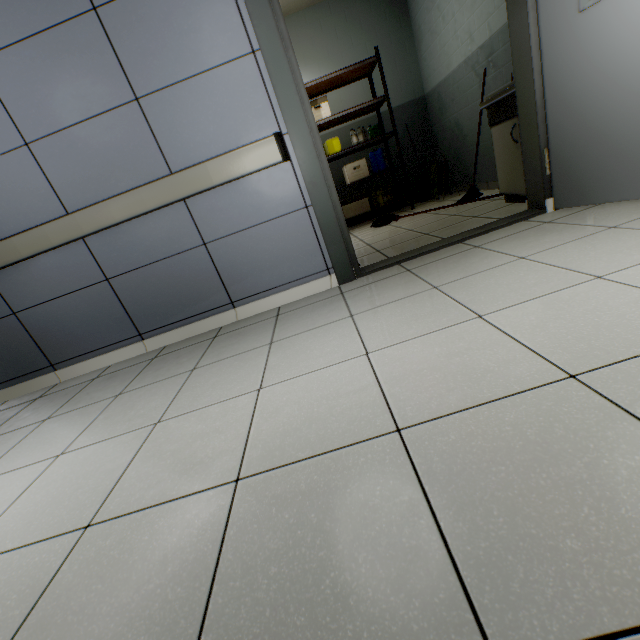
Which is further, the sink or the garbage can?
the garbage can

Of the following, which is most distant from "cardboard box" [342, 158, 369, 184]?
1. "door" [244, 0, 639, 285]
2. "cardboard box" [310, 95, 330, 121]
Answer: "door" [244, 0, 639, 285]

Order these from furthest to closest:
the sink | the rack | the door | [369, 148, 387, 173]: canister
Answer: [369, 148, 387, 173]: canister
the rack
the sink
the door

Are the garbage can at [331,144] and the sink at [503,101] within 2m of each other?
no

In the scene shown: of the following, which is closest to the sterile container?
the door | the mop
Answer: the mop

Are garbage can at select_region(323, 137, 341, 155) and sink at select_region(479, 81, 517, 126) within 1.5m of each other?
no

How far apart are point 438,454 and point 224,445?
0.7m

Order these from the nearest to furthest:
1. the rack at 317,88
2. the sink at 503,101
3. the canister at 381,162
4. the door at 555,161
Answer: the door at 555,161, the sink at 503,101, the rack at 317,88, the canister at 381,162
